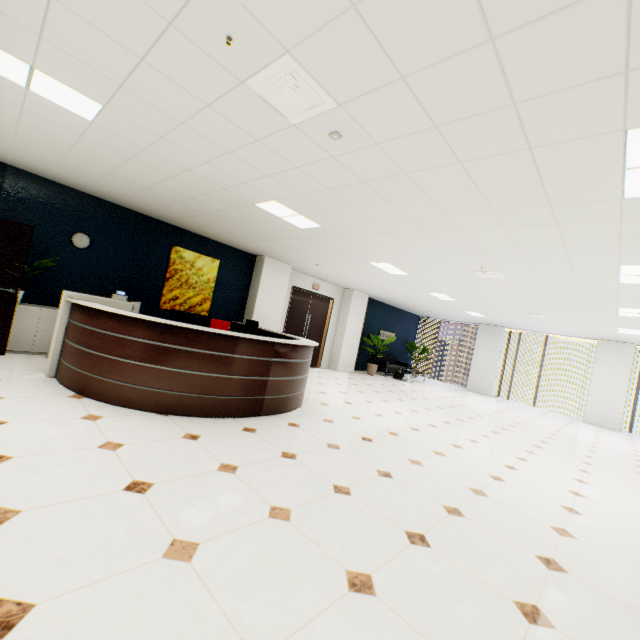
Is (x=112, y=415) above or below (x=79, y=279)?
below

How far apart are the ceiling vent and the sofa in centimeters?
1131cm

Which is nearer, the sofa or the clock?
the clock

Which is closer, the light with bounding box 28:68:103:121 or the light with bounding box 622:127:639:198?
the light with bounding box 622:127:639:198

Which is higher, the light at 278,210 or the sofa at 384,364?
the light at 278,210

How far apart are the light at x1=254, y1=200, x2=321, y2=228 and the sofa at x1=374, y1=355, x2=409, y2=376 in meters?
8.8 m

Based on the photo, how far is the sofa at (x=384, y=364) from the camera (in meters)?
13.02

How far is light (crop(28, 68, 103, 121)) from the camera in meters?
2.7
